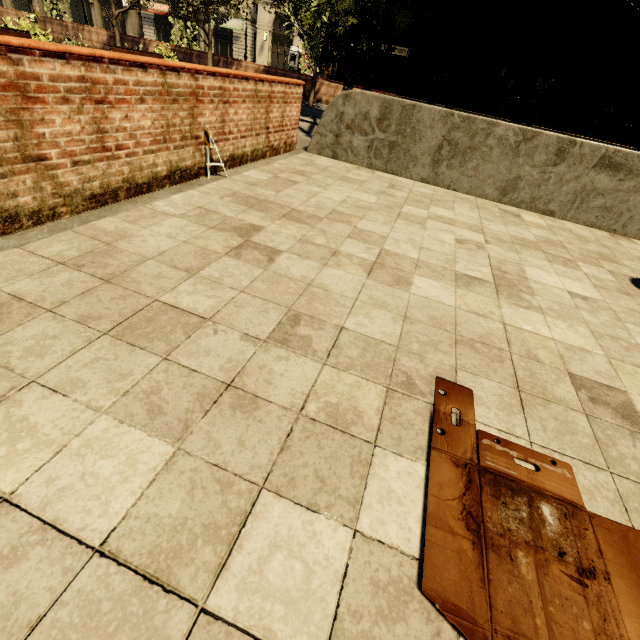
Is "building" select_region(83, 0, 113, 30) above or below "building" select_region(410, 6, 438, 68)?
below

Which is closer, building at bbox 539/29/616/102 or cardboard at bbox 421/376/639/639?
cardboard at bbox 421/376/639/639

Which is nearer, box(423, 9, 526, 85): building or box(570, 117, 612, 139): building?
box(423, 9, 526, 85): building

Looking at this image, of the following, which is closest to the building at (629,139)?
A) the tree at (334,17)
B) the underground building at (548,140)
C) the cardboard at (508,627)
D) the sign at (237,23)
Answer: the sign at (237,23)

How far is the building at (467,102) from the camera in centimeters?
3234cm

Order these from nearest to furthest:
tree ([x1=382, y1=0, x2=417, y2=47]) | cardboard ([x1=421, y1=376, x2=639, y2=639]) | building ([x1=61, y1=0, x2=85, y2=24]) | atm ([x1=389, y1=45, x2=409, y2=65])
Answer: cardboard ([x1=421, y1=376, x2=639, y2=639]), tree ([x1=382, y1=0, x2=417, y2=47]), atm ([x1=389, y1=45, x2=409, y2=65]), building ([x1=61, y1=0, x2=85, y2=24])

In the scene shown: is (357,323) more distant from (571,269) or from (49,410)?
(571,269)
